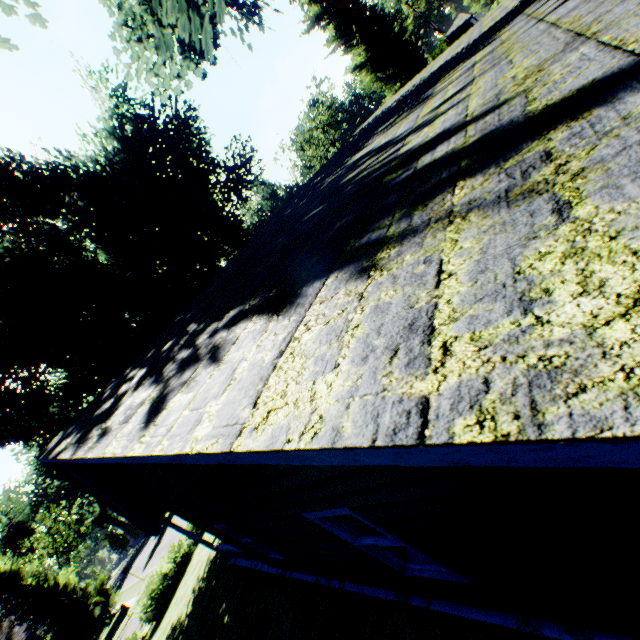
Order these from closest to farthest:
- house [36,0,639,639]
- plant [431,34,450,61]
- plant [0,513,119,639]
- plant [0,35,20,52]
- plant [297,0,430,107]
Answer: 1. house [36,0,639,639]
2. plant [0,35,20,52]
3. plant [297,0,430,107]
4. plant [431,34,450,61]
5. plant [0,513,119,639]

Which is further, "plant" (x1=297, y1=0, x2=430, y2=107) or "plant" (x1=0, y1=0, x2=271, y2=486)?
"plant" (x1=297, y1=0, x2=430, y2=107)

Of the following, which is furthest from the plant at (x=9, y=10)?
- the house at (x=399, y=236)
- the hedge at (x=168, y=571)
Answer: the house at (x=399, y=236)

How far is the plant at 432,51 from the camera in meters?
31.5

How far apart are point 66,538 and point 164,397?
65.5m

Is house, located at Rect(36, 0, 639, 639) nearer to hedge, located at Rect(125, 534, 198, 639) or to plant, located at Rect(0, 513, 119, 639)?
plant, located at Rect(0, 513, 119, 639)

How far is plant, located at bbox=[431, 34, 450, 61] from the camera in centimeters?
3145cm

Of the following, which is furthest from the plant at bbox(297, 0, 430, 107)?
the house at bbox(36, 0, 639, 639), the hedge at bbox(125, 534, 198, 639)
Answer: the house at bbox(36, 0, 639, 639)
